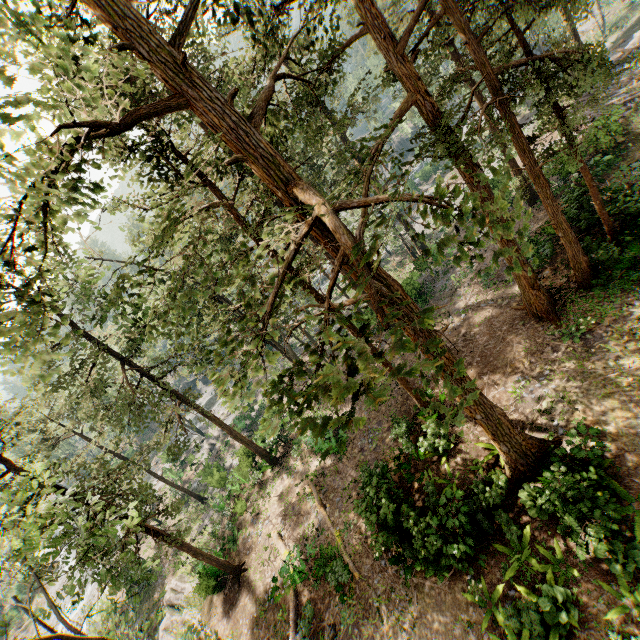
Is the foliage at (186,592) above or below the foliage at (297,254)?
below

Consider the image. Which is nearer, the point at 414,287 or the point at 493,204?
the point at 493,204

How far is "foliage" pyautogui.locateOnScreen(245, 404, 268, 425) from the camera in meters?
5.0

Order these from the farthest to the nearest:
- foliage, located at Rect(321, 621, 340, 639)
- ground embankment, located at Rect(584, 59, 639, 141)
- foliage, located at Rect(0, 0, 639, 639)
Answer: ground embankment, located at Rect(584, 59, 639, 141), foliage, located at Rect(321, 621, 340, 639), foliage, located at Rect(0, 0, 639, 639)

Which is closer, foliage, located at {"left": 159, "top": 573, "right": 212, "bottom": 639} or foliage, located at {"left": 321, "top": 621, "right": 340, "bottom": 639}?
foliage, located at {"left": 321, "top": 621, "right": 340, "bottom": 639}

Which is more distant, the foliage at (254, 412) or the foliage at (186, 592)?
the foliage at (186, 592)
